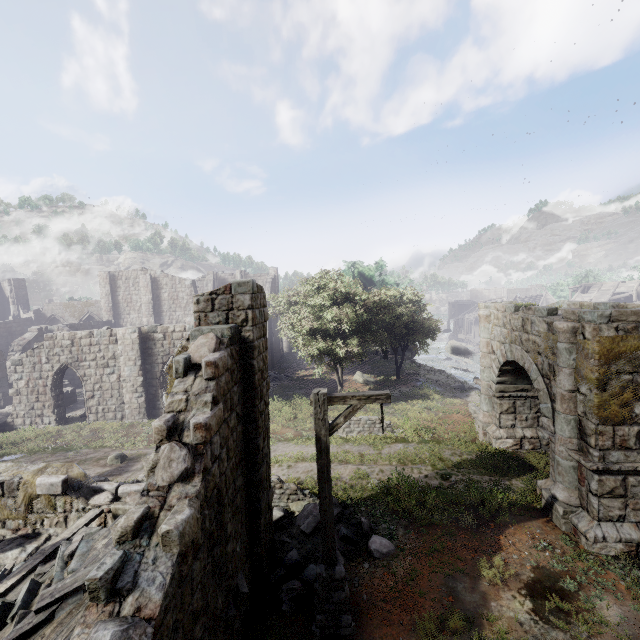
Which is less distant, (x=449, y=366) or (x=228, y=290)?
(x=228, y=290)

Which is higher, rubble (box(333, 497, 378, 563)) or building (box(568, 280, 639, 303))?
building (box(568, 280, 639, 303))

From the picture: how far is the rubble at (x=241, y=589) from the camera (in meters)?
5.42

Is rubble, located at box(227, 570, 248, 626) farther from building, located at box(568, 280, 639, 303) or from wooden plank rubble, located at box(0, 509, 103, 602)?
wooden plank rubble, located at box(0, 509, 103, 602)

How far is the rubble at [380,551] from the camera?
8.2 meters

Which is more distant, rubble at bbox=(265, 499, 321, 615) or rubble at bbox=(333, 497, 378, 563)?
rubble at bbox=(333, 497, 378, 563)

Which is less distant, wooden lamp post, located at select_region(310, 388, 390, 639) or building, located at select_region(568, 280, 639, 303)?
wooden lamp post, located at select_region(310, 388, 390, 639)

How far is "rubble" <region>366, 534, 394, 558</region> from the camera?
8.2m
